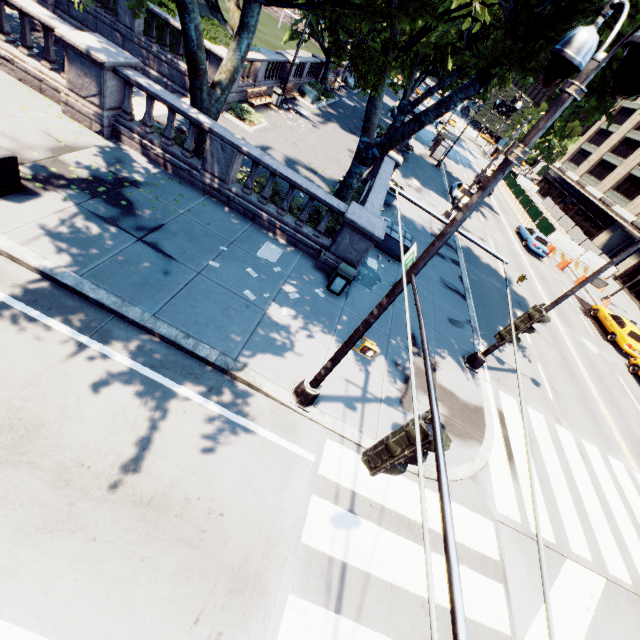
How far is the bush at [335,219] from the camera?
12.5m

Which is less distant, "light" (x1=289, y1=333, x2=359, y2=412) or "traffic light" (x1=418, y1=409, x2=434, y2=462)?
"traffic light" (x1=418, y1=409, x2=434, y2=462)

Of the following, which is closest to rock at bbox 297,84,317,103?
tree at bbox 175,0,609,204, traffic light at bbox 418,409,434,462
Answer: tree at bbox 175,0,609,204

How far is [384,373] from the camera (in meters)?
9.34

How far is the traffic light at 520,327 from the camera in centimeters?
520cm

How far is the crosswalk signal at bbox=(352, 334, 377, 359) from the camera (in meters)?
5.93

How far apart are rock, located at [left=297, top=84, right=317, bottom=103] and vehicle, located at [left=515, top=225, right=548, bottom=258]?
22.2m

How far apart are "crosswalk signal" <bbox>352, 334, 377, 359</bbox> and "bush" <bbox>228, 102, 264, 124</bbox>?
15.97m
